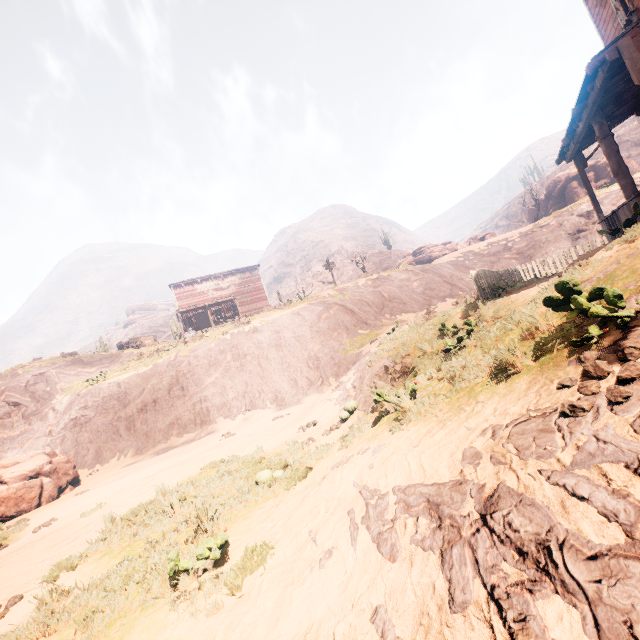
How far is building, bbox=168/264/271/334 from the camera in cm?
3491

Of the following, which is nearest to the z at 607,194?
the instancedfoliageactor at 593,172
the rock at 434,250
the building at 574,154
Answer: the building at 574,154

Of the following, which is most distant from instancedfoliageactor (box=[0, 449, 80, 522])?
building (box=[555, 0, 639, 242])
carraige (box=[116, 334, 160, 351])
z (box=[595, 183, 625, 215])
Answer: carraige (box=[116, 334, 160, 351])

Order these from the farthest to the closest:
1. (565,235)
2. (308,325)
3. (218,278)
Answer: (218,278) < (565,235) < (308,325)

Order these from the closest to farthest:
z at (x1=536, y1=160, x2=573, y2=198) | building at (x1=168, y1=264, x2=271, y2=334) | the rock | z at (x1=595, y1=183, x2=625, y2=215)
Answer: z at (x1=595, y1=183, x2=625, y2=215), building at (x1=168, y1=264, x2=271, y2=334), the rock, z at (x1=536, y1=160, x2=573, y2=198)

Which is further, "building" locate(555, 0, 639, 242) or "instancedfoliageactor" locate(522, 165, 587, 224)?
"instancedfoliageactor" locate(522, 165, 587, 224)

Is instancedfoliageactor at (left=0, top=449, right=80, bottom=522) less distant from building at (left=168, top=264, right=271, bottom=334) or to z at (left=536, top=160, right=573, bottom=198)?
building at (left=168, top=264, right=271, bottom=334)

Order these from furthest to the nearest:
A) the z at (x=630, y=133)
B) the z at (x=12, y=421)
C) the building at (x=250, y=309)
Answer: the z at (x=630, y=133) → the building at (x=250, y=309) → the z at (x=12, y=421)
